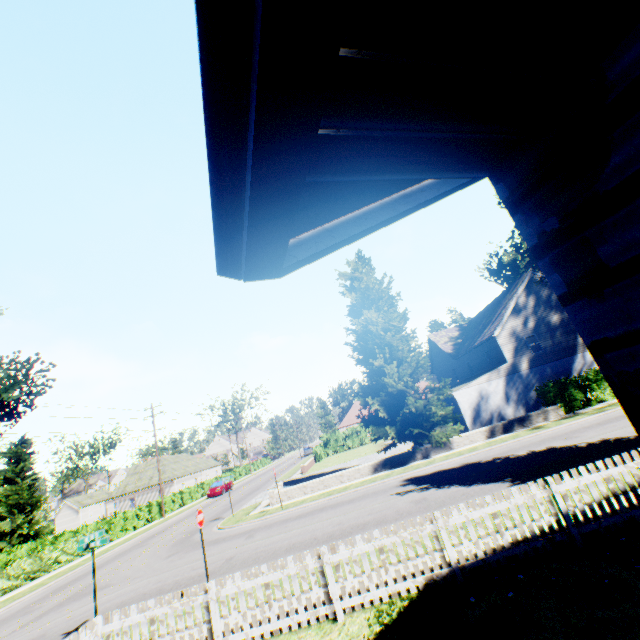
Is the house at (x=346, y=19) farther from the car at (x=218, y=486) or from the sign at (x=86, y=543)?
the car at (x=218, y=486)

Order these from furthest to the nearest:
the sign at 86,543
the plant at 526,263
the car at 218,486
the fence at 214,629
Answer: the car at 218,486 → the plant at 526,263 → the sign at 86,543 → the fence at 214,629

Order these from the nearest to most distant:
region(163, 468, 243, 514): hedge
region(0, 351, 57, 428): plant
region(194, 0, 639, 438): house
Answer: region(194, 0, 639, 438): house < region(0, 351, 57, 428): plant < region(163, 468, 243, 514): hedge

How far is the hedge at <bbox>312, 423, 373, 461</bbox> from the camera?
44.8m

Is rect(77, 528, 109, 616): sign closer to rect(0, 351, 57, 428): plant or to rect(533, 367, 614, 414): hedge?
rect(0, 351, 57, 428): plant

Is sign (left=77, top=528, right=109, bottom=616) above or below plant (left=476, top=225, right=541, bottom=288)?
below

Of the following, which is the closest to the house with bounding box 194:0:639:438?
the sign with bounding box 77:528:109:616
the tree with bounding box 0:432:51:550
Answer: the sign with bounding box 77:528:109:616

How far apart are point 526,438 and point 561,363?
10.92m
